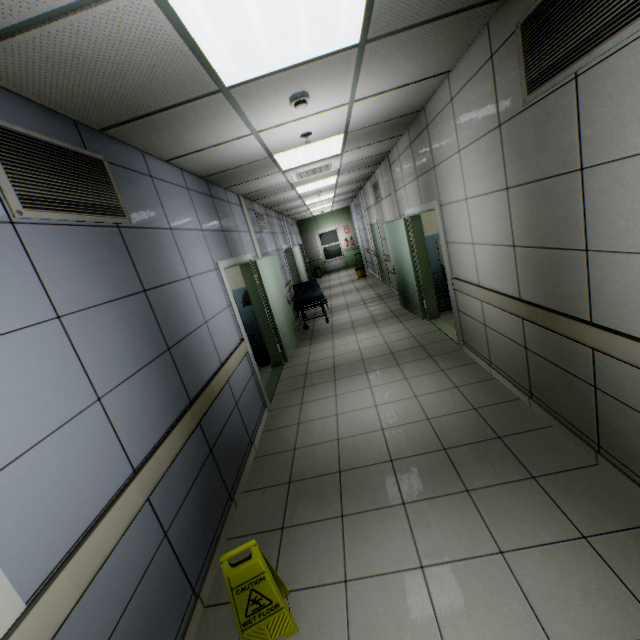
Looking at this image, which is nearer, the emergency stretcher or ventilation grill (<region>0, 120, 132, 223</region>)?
ventilation grill (<region>0, 120, 132, 223</region>)

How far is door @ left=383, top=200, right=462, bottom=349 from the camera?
4.6m

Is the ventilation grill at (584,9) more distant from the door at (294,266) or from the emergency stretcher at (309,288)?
the door at (294,266)

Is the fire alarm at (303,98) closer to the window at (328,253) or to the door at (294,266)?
the door at (294,266)

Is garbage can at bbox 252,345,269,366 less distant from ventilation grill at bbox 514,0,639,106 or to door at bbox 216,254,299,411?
door at bbox 216,254,299,411

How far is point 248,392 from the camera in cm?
404

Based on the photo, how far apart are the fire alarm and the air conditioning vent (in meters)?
2.48

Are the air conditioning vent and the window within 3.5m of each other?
no
